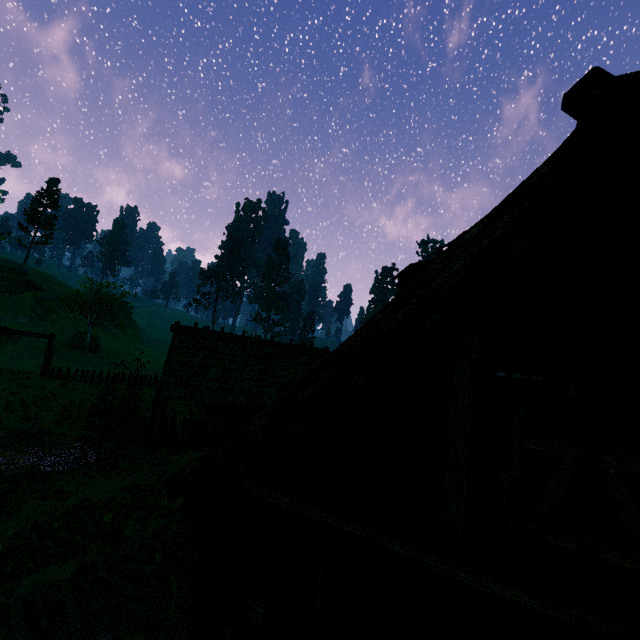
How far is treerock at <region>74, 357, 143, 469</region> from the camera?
14.3 meters

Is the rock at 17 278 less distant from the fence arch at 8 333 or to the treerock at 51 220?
the treerock at 51 220

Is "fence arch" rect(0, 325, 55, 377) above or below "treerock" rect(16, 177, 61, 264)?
below

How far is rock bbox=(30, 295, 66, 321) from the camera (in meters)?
48.44

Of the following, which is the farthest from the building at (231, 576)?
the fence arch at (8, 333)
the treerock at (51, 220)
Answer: the fence arch at (8, 333)

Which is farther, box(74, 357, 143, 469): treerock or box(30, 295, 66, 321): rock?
box(30, 295, 66, 321): rock

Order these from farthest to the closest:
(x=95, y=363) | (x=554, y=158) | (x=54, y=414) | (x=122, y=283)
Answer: (x=122, y=283) < (x=95, y=363) < (x=54, y=414) < (x=554, y=158)
